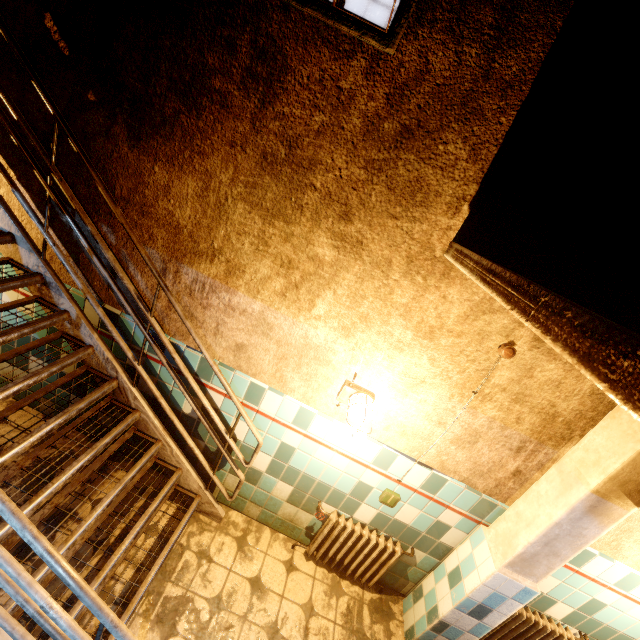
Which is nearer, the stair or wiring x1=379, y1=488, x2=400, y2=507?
the stair

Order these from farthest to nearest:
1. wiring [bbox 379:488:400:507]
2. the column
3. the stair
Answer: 1. wiring [bbox 379:488:400:507]
2. the column
3. the stair

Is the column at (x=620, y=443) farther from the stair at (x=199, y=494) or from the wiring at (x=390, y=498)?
the stair at (x=199, y=494)

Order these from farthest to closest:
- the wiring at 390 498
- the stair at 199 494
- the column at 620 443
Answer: the wiring at 390 498
the column at 620 443
the stair at 199 494

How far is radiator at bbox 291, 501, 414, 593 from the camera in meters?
2.8 m

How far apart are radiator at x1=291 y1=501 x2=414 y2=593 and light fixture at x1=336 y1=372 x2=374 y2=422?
1.0 meters

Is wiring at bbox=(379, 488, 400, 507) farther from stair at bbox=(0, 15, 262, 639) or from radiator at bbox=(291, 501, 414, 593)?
stair at bbox=(0, 15, 262, 639)

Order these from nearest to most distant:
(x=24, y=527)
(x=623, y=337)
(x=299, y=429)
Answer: (x=623, y=337)
(x=24, y=527)
(x=299, y=429)
